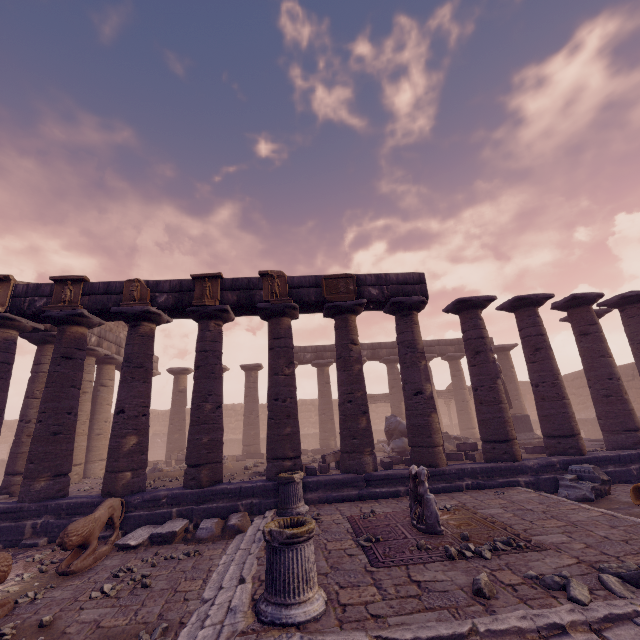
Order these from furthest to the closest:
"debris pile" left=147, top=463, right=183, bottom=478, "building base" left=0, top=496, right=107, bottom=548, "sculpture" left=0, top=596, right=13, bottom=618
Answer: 1. "debris pile" left=147, top=463, right=183, bottom=478
2. "building base" left=0, top=496, right=107, bottom=548
3. "sculpture" left=0, top=596, right=13, bottom=618

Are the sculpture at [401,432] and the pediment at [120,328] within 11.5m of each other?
no

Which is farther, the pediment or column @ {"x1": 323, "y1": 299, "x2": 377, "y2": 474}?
the pediment

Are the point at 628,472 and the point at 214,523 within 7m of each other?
no

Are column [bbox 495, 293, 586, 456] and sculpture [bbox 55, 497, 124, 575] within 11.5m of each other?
no

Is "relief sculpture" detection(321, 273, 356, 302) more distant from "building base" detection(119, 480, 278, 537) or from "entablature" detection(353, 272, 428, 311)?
"building base" detection(119, 480, 278, 537)

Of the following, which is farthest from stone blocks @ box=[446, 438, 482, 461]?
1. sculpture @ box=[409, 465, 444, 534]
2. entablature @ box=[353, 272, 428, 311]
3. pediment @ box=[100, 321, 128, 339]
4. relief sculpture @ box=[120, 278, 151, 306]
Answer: pediment @ box=[100, 321, 128, 339]

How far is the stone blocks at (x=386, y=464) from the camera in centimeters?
1052cm
